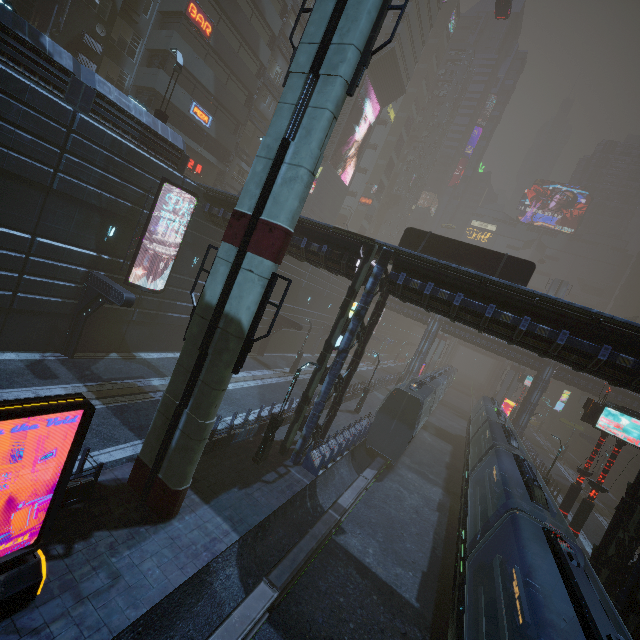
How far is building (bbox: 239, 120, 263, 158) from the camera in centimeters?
3859cm

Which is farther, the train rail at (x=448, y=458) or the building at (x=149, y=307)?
the building at (x=149, y=307)

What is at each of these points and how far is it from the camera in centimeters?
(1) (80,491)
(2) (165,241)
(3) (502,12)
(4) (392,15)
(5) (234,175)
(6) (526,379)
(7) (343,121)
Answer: (1) building, 975cm
(2) building, 2053cm
(3) car, 3894cm
(4) building, 4709cm
(5) building, 3912cm
(6) sign, 4491cm
(7) building, 4866cm

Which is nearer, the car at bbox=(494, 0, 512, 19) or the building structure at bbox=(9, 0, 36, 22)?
the building structure at bbox=(9, 0, 36, 22)

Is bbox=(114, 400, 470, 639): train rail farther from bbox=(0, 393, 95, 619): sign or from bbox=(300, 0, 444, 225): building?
bbox=(0, 393, 95, 619): sign

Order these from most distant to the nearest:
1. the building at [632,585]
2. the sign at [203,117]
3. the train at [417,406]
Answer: the sign at [203,117], the train at [417,406], the building at [632,585]

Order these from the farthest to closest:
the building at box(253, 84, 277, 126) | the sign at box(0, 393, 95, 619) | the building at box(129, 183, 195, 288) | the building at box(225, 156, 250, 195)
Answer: the building at box(225, 156, 250, 195) → the building at box(253, 84, 277, 126) → the building at box(129, 183, 195, 288) → the sign at box(0, 393, 95, 619)

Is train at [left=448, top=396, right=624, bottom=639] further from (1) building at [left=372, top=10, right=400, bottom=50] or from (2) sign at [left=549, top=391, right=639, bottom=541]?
(2) sign at [left=549, top=391, right=639, bottom=541]
